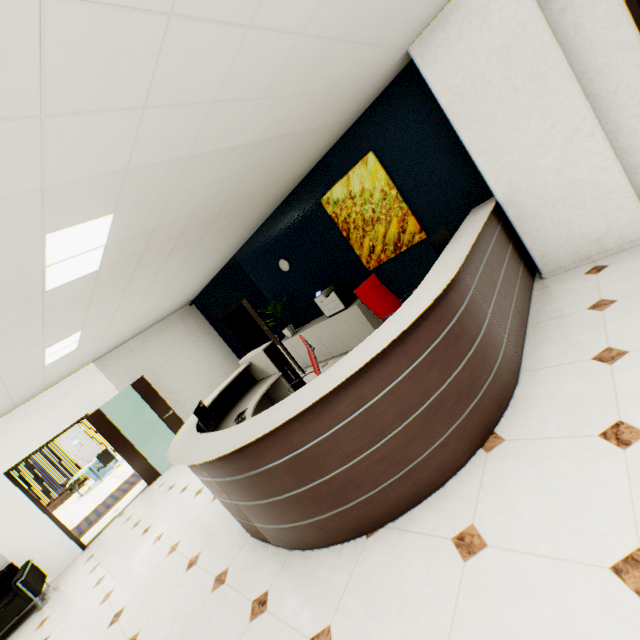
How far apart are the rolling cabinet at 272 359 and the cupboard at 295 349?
1.2m

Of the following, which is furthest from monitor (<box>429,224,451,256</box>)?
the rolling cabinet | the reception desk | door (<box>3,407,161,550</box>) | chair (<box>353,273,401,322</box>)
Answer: door (<box>3,407,161,550</box>)

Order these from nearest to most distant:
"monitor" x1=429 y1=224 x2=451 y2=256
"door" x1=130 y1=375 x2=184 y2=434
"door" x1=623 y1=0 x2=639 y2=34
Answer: "door" x1=623 y1=0 x2=639 y2=34, "monitor" x1=429 y1=224 x2=451 y2=256, "door" x1=130 y1=375 x2=184 y2=434

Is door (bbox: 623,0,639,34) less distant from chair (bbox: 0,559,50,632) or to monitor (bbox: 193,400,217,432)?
monitor (bbox: 193,400,217,432)

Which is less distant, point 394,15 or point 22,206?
point 22,206

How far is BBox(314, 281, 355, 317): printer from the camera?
5.68m

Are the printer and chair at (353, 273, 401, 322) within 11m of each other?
yes

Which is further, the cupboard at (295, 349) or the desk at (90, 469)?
the desk at (90, 469)
